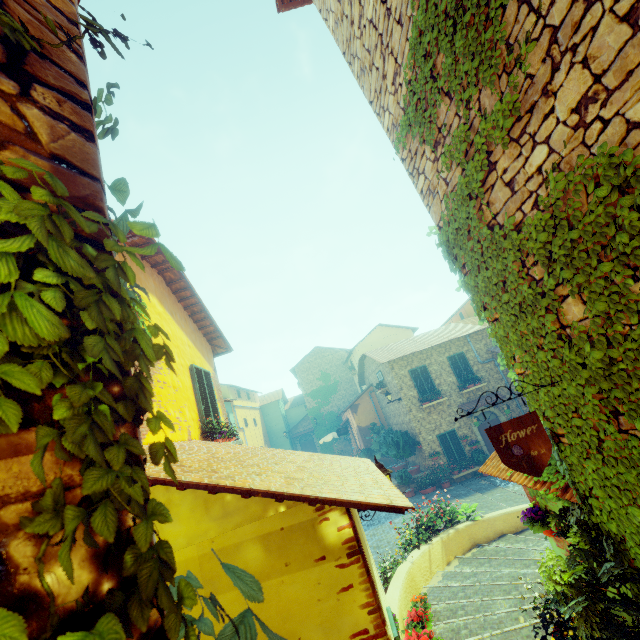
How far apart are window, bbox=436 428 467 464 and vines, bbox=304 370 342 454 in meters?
14.3

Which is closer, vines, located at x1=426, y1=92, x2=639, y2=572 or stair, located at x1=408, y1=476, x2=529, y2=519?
vines, located at x1=426, y1=92, x2=639, y2=572

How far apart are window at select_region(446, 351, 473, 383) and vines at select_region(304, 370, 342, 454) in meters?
14.5 m

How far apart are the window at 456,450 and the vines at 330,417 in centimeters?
1426cm

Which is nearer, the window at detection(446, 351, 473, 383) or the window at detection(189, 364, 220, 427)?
the window at detection(189, 364, 220, 427)

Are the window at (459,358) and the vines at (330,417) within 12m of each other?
no

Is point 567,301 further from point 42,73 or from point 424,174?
point 42,73

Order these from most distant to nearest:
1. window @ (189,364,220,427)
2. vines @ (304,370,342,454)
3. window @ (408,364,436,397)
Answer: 1. vines @ (304,370,342,454)
2. window @ (408,364,436,397)
3. window @ (189,364,220,427)
